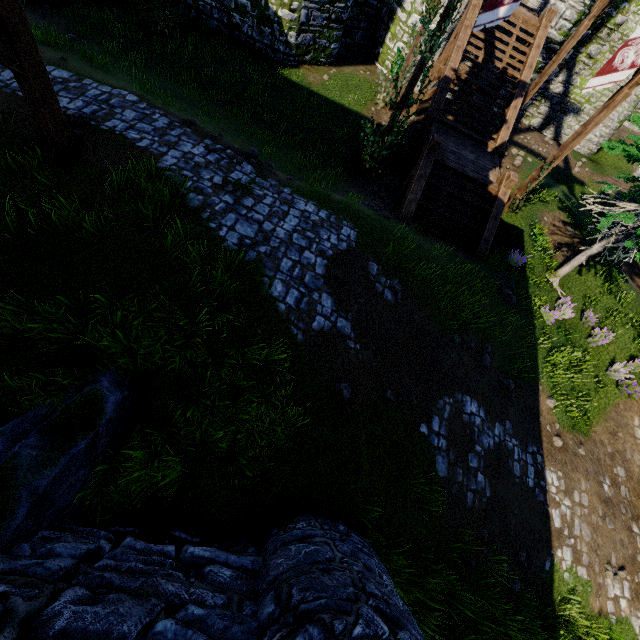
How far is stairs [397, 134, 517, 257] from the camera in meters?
10.8

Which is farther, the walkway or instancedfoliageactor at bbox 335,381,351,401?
instancedfoliageactor at bbox 335,381,351,401

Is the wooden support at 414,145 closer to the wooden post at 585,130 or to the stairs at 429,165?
the wooden post at 585,130

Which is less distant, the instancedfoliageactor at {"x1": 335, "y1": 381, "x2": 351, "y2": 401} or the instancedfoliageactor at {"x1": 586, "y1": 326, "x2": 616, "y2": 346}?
the instancedfoliageactor at {"x1": 335, "y1": 381, "x2": 351, "y2": 401}

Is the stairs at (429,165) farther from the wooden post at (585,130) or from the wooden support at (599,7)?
the wooden support at (599,7)

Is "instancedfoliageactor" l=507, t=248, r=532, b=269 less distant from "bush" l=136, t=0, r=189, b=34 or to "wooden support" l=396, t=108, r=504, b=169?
"wooden support" l=396, t=108, r=504, b=169

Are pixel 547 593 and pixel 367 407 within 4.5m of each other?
no

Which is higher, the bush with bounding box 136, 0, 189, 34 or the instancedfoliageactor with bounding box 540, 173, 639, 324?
the instancedfoliageactor with bounding box 540, 173, 639, 324
